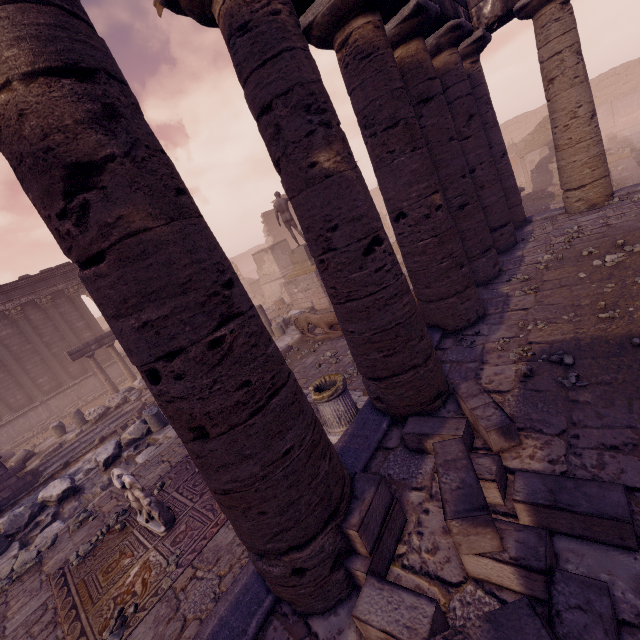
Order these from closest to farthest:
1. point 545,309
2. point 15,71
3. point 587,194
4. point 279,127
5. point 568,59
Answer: point 15,71 → point 279,127 → point 545,309 → point 568,59 → point 587,194

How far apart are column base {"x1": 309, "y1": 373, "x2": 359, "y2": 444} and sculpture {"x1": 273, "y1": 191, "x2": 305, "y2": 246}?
11.2 meters

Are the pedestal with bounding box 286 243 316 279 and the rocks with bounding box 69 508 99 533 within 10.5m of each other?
no

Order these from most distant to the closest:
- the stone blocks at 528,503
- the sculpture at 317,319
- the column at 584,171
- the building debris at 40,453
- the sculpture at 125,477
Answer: the building debris at 40,453 → the sculpture at 317,319 → the column at 584,171 → the sculpture at 125,477 → the stone blocks at 528,503

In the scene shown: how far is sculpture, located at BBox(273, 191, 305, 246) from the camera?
15.62m

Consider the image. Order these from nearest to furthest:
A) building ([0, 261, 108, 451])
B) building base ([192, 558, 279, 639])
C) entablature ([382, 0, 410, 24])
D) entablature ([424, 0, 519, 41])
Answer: building base ([192, 558, 279, 639]) → entablature ([382, 0, 410, 24]) → entablature ([424, 0, 519, 41]) → building ([0, 261, 108, 451])

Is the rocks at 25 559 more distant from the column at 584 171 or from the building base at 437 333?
the column at 584 171

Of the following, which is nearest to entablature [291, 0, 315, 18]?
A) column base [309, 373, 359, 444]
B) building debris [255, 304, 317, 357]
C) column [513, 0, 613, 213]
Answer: column [513, 0, 613, 213]
